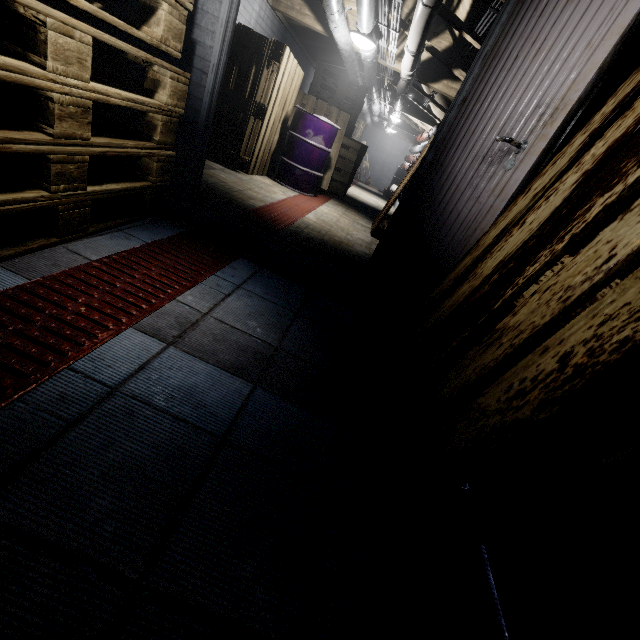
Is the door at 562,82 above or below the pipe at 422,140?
below

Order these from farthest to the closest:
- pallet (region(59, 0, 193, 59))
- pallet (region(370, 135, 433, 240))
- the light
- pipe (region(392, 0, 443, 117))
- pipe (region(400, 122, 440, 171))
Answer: pipe (region(400, 122, 440, 171)) → pallet (region(370, 135, 433, 240)) → the light → pipe (region(392, 0, 443, 117)) → pallet (region(59, 0, 193, 59))

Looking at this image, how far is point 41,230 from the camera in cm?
139

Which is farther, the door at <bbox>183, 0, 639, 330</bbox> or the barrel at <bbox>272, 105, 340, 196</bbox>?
the barrel at <bbox>272, 105, 340, 196</bbox>

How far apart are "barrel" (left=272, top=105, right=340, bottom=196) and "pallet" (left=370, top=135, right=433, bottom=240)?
1.0 meters

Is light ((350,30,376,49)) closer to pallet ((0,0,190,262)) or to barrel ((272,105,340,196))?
barrel ((272,105,340,196))

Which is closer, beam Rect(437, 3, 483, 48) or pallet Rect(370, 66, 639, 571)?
pallet Rect(370, 66, 639, 571)

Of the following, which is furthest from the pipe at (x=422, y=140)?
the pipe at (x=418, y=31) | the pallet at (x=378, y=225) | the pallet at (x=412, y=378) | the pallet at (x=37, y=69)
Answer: the pallet at (x=37, y=69)
